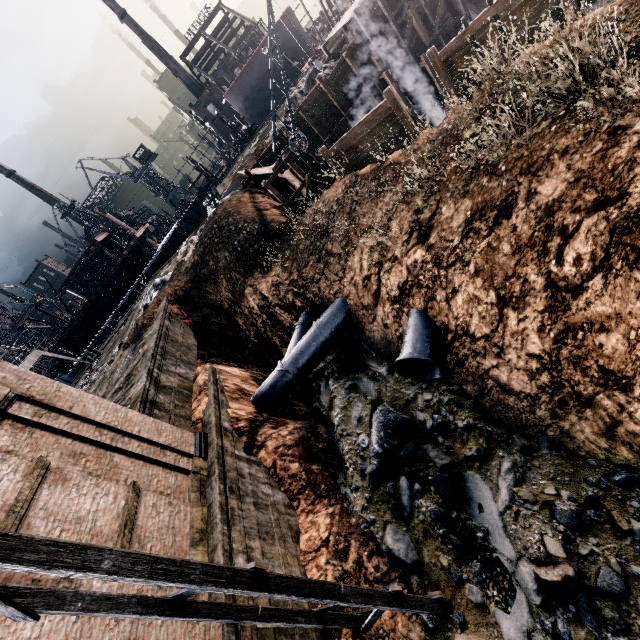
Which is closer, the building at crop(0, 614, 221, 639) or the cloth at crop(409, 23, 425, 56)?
the building at crop(0, 614, 221, 639)

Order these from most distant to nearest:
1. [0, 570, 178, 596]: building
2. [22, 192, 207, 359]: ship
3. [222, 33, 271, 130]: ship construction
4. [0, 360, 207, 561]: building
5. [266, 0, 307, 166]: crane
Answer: [222, 33, 271, 130]: ship construction, [22, 192, 207, 359]: ship, [266, 0, 307, 166]: crane, [0, 360, 207, 561]: building, [0, 570, 178, 596]: building

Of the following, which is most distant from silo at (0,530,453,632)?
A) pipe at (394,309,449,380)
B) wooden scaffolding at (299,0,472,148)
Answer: wooden scaffolding at (299,0,472,148)

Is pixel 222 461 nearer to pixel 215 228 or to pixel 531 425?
pixel 531 425

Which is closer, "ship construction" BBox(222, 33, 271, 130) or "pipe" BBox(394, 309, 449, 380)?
"pipe" BBox(394, 309, 449, 380)

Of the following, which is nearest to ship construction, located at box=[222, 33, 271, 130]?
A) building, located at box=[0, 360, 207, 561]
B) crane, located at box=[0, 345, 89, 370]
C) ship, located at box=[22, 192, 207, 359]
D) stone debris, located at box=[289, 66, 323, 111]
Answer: ship, located at box=[22, 192, 207, 359]

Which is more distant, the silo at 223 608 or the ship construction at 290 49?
the ship construction at 290 49

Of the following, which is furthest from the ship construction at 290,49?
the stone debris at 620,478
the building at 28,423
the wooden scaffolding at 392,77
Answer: the building at 28,423
